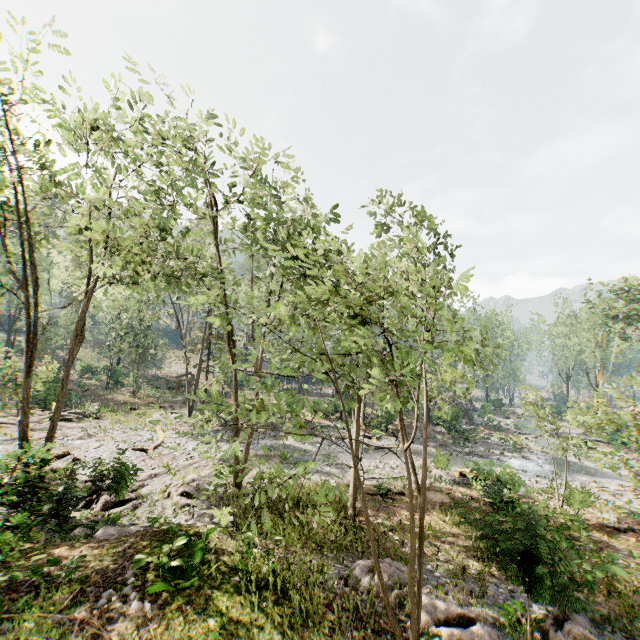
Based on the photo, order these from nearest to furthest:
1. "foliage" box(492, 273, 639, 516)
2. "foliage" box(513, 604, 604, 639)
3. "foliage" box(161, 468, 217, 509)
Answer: "foliage" box(513, 604, 604, 639) → "foliage" box(492, 273, 639, 516) → "foliage" box(161, 468, 217, 509)

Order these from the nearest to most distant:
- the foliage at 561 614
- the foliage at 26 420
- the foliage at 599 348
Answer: the foliage at 26 420 < the foliage at 561 614 < the foliage at 599 348

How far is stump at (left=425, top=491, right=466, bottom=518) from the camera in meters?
16.0 m

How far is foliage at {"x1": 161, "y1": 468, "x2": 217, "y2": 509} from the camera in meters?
15.5

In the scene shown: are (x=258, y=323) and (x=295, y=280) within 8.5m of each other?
yes

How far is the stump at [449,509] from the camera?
16.01m

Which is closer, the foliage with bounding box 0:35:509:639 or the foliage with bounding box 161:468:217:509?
the foliage with bounding box 0:35:509:639
